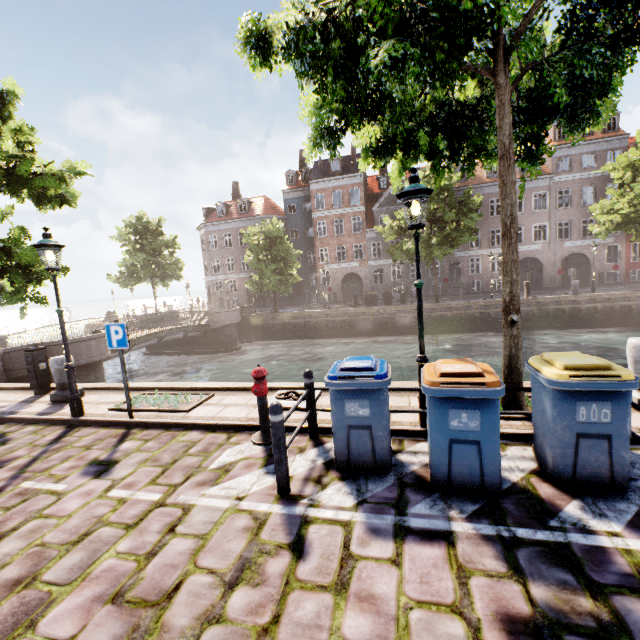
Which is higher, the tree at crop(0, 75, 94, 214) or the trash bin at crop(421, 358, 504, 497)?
the tree at crop(0, 75, 94, 214)

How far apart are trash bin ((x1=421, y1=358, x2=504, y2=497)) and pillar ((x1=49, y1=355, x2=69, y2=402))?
8.4m

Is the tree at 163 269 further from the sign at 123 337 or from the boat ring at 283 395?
the sign at 123 337

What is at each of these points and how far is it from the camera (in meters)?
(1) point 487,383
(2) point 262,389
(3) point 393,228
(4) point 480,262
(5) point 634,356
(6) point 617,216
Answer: (1) trash bin, 3.35
(2) hydrant, 5.05
(3) tree, 25.66
(4) building, 33.28
(5) pillar, 5.04
(6) tree, 21.77

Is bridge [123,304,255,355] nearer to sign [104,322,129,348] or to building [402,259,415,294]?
sign [104,322,129,348]

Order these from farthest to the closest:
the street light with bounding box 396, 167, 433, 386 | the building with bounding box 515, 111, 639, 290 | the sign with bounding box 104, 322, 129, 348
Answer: the building with bounding box 515, 111, 639, 290
the sign with bounding box 104, 322, 129, 348
the street light with bounding box 396, 167, 433, 386

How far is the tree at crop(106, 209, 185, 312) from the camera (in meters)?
29.97

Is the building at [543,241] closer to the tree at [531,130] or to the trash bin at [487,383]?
the tree at [531,130]
